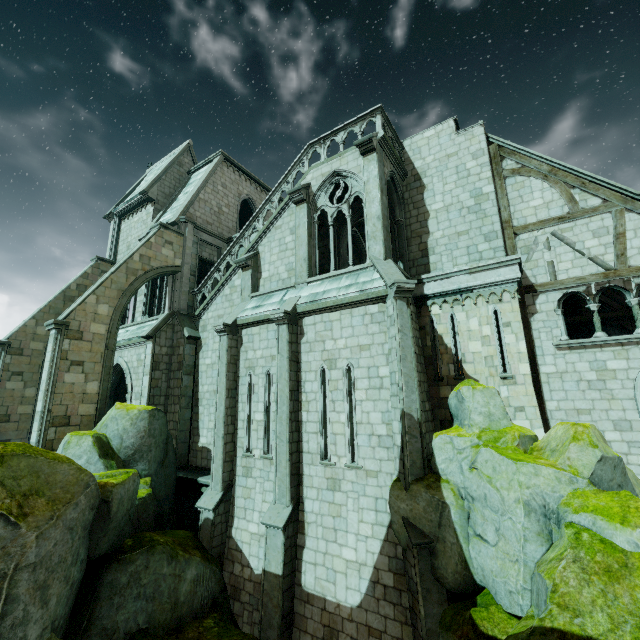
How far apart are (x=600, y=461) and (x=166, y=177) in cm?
2514

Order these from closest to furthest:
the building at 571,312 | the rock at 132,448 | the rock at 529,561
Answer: the rock at 529,561 < the rock at 132,448 < the building at 571,312

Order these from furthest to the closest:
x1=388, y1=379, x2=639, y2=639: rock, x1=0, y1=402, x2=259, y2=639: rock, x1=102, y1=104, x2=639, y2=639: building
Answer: x1=102, y1=104, x2=639, y2=639: building < x1=0, y1=402, x2=259, y2=639: rock < x1=388, y1=379, x2=639, y2=639: rock

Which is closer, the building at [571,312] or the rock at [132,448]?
the rock at [132,448]

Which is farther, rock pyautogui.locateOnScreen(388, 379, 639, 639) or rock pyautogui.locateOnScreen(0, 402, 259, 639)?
rock pyautogui.locateOnScreen(0, 402, 259, 639)

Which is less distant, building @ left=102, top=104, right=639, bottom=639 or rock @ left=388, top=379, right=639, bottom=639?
rock @ left=388, top=379, right=639, bottom=639
